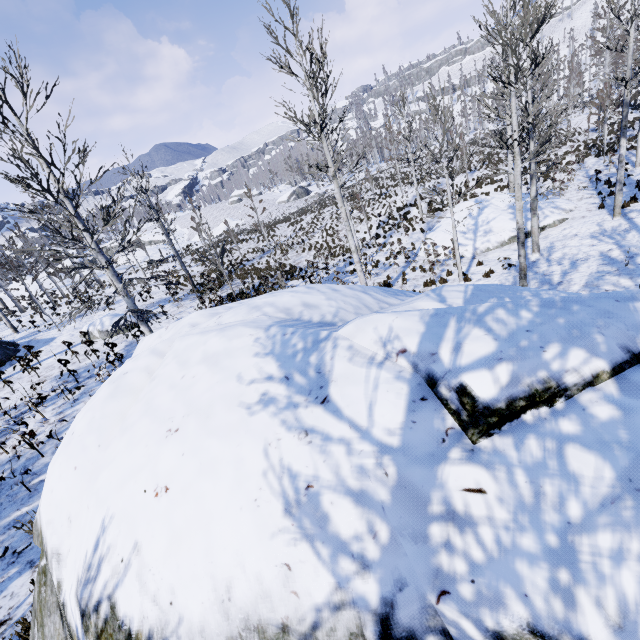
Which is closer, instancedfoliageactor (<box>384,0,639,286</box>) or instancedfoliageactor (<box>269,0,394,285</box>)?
instancedfoliageactor (<box>384,0,639,286</box>)

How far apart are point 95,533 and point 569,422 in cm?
325

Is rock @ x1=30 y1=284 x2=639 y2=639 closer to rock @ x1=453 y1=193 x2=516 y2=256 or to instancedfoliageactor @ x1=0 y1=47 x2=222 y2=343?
instancedfoliageactor @ x1=0 y1=47 x2=222 y2=343

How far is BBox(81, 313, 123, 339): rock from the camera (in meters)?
16.23

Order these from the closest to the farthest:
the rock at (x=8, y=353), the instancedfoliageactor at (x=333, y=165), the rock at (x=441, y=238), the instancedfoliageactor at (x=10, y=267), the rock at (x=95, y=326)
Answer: the instancedfoliageactor at (x=10, y=267) → the instancedfoliageactor at (x=333, y=165) → the rock at (x=8, y=353) → the rock at (x=95, y=326) → the rock at (x=441, y=238)

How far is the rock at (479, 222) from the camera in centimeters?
1608cm

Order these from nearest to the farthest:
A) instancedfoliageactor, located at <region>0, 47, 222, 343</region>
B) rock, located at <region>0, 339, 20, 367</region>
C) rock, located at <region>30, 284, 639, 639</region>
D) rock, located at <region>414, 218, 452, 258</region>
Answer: rock, located at <region>30, 284, 639, 639</region> → instancedfoliageactor, located at <region>0, 47, 222, 343</region> → rock, located at <region>0, 339, 20, 367</region> → rock, located at <region>414, 218, 452, 258</region>

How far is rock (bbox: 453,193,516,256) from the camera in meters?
16.1 m
